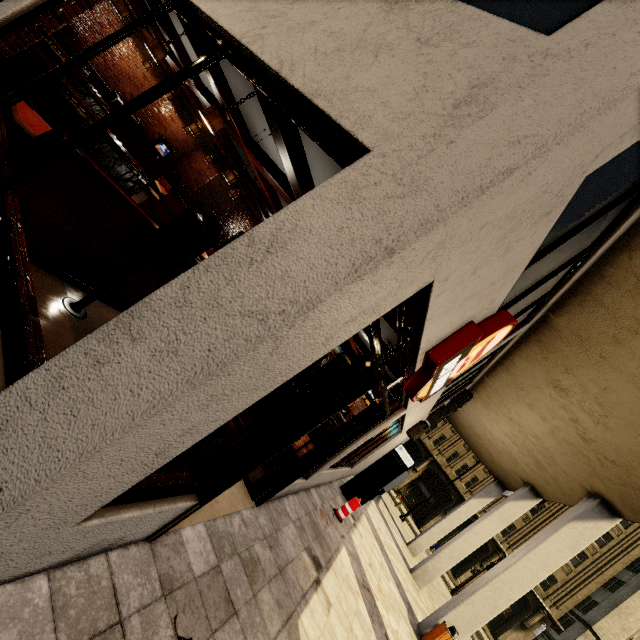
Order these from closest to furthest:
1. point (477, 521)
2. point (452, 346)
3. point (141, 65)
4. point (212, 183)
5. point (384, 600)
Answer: point (452, 346)
point (384, 600)
point (141, 65)
point (477, 521)
point (212, 183)

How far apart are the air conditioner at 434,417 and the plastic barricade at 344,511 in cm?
377

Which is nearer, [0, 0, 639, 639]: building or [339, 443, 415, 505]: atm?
[0, 0, 639, 639]: building

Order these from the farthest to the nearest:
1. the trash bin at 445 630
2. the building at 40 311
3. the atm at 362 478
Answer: the atm at 362 478 → the trash bin at 445 630 → the building at 40 311

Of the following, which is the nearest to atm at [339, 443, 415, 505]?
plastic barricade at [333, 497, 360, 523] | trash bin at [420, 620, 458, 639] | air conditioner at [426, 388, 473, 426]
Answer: air conditioner at [426, 388, 473, 426]

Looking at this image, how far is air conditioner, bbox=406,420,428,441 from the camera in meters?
10.5

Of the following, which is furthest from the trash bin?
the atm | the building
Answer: the atm

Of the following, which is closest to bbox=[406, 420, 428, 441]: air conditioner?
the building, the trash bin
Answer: the building
